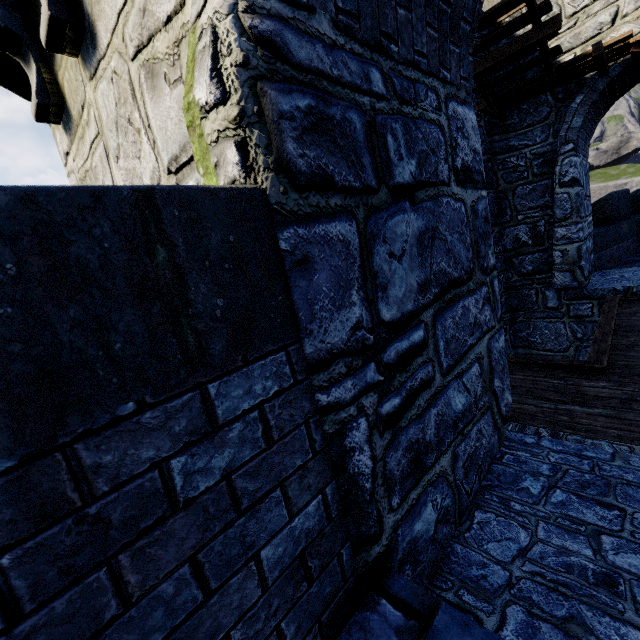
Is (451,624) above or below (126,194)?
below
